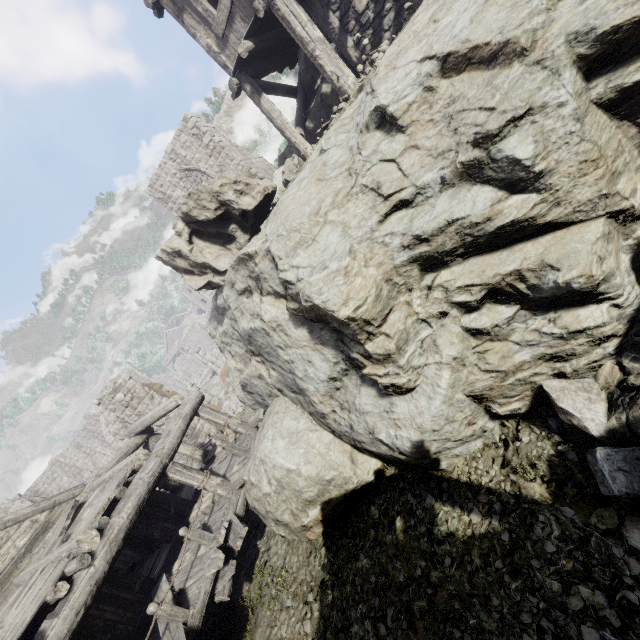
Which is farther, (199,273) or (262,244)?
(199,273)

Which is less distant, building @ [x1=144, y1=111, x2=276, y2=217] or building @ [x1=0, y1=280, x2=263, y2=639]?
building @ [x1=0, y1=280, x2=263, y2=639]

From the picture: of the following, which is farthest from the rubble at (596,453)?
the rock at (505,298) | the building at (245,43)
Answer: the building at (245,43)

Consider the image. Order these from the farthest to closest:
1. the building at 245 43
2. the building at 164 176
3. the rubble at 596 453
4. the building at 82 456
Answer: the building at 164 176 < the building at 245 43 < the building at 82 456 < the rubble at 596 453

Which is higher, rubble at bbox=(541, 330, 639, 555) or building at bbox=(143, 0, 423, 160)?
building at bbox=(143, 0, 423, 160)

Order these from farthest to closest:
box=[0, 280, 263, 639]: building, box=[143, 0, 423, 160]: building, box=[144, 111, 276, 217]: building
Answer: box=[144, 111, 276, 217]: building, box=[143, 0, 423, 160]: building, box=[0, 280, 263, 639]: building

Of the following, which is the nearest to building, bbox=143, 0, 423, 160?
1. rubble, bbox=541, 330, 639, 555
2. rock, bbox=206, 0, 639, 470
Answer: rock, bbox=206, 0, 639, 470
